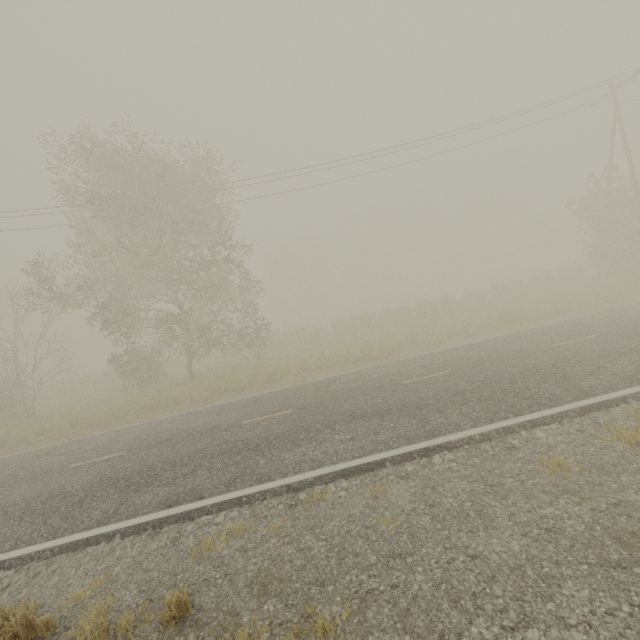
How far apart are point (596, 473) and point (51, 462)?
13.60m
